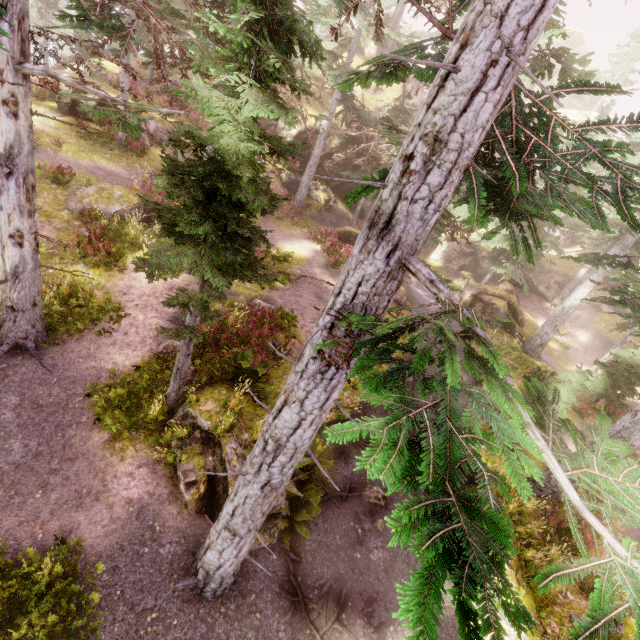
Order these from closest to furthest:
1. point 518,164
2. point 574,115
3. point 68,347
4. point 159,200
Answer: point 518,164 < point 68,347 < point 159,200 < point 574,115

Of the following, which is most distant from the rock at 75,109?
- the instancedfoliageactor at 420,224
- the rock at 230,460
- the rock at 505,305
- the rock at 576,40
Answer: the rock at 505,305

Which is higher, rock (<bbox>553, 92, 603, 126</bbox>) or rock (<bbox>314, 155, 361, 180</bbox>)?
rock (<bbox>553, 92, 603, 126</bbox>)

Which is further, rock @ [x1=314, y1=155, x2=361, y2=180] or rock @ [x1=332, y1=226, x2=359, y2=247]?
rock @ [x1=314, y1=155, x2=361, y2=180]

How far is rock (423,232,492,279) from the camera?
34.81m

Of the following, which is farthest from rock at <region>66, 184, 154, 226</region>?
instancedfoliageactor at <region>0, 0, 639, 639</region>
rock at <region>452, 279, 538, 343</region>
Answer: rock at <region>452, 279, 538, 343</region>

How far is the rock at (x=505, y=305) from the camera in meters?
23.6
